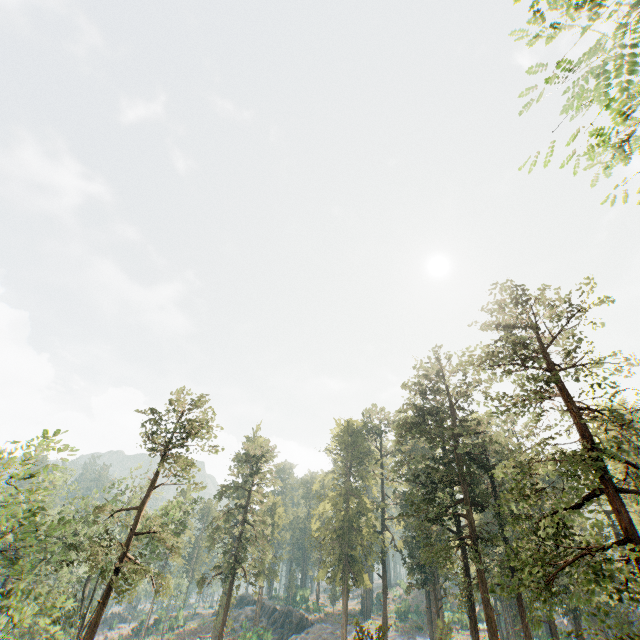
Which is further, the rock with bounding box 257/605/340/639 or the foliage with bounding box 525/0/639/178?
the rock with bounding box 257/605/340/639

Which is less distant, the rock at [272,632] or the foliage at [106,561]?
the foliage at [106,561]

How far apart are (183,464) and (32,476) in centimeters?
1131cm

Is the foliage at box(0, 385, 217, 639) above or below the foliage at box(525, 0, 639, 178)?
below

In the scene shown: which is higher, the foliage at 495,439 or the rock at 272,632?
the foliage at 495,439

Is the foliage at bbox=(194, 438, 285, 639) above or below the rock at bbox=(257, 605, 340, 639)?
above

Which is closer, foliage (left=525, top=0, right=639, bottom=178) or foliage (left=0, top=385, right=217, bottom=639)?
foliage (left=525, top=0, right=639, bottom=178)
